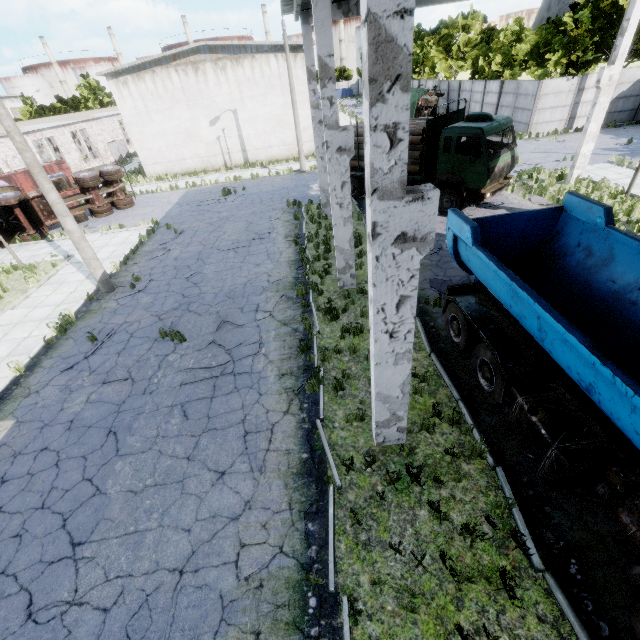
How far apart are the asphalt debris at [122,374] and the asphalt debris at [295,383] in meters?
4.2

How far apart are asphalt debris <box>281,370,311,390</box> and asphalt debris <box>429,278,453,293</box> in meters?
4.7

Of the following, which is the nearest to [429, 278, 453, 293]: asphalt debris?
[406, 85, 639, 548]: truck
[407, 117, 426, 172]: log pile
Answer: [406, 85, 639, 548]: truck

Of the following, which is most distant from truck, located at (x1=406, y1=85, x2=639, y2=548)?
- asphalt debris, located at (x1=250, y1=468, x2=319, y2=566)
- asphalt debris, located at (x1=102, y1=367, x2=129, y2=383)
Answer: asphalt debris, located at (x1=102, y1=367, x2=129, y2=383)

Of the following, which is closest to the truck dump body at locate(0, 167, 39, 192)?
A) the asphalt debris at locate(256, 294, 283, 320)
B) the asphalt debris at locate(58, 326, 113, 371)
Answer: the asphalt debris at locate(58, 326, 113, 371)

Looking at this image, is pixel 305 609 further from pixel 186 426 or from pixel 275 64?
pixel 275 64

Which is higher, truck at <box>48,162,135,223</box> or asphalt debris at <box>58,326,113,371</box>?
truck at <box>48,162,135,223</box>

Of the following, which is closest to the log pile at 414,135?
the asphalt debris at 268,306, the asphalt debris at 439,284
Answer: the asphalt debris at 439,284
